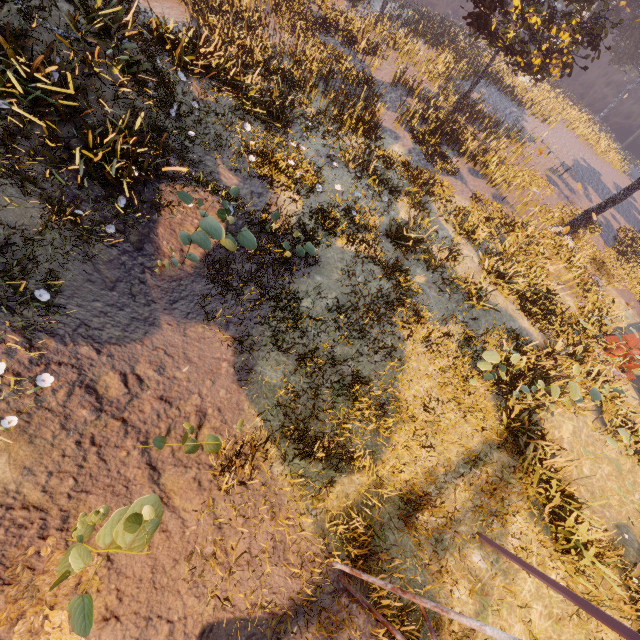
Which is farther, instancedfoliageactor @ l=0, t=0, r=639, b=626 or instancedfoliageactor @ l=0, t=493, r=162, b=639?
instancedfoliageactor @ l=0, t=0, r=639, b=626

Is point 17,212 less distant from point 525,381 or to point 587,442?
point 525,381

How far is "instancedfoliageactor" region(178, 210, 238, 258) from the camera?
6.5m

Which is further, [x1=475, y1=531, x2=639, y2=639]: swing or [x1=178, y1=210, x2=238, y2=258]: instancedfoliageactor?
[x1=178, y1=210, x2=238, y2=258]: instancedfoliageactor

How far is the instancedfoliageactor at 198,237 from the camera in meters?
6.5 m

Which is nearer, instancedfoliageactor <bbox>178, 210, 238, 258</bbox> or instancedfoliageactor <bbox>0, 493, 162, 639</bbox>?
instancedfoliageactor <bbox>0, 493, 162, 639</bbox>

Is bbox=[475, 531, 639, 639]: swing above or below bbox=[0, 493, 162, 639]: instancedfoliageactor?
above

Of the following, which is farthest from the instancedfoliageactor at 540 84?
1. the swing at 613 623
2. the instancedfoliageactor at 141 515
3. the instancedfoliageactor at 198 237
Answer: the instancedfoliageactor at 141 515
